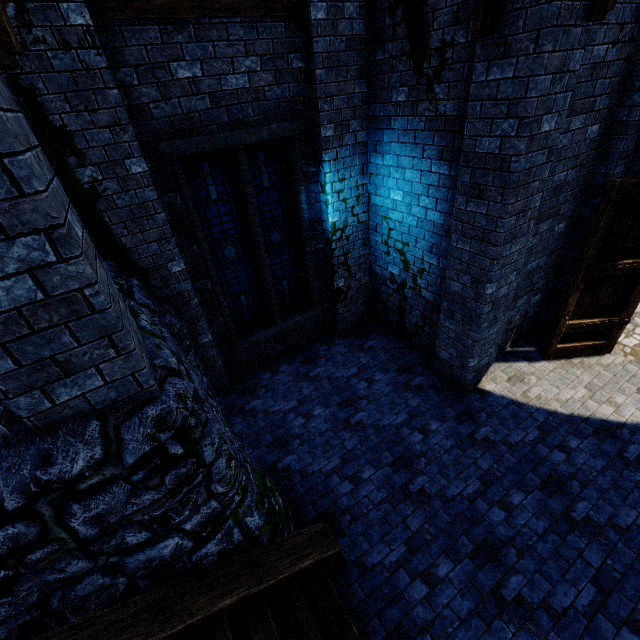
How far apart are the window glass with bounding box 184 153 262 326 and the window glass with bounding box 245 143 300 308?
0.22m

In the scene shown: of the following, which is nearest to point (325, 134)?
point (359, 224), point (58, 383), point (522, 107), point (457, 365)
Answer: point (359, 224)

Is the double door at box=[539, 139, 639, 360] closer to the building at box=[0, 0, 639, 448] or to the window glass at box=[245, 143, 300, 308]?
the building at box=[0, 0, 639, 448]

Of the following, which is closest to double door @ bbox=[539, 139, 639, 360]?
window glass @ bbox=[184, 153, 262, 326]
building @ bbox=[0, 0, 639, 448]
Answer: building @ bbox=[0, 0, 639, 448]

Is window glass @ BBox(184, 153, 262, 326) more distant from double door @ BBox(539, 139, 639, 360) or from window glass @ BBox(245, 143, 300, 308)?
double door @ BBox(539, 139, 639, 360)

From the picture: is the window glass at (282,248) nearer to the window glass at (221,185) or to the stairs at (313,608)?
the window glass at (221,185)

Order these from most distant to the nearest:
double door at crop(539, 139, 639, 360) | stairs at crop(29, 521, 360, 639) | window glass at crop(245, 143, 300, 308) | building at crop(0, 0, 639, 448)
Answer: window glass at crop(245, 143, 300, 308)
double door at crop(539, 139, 639, 360)
stairs at crop(29, 521, 360, 639)
building at crop(0, 0, 639, 448)

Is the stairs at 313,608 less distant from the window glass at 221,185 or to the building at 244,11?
the building at 244,11
